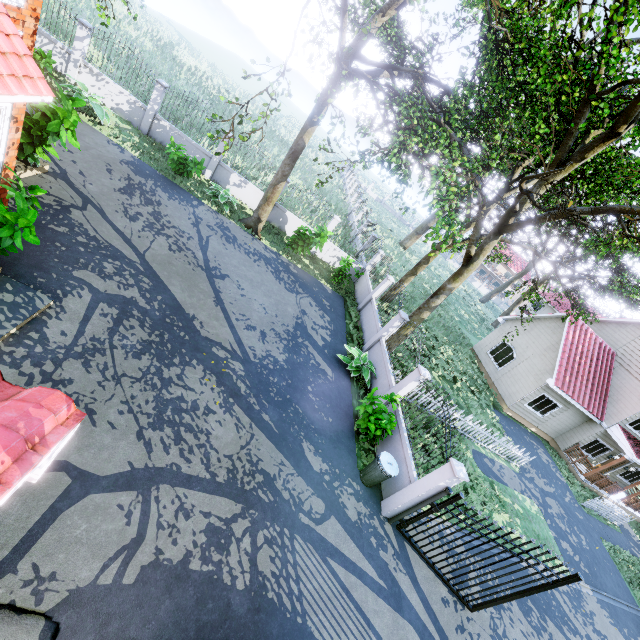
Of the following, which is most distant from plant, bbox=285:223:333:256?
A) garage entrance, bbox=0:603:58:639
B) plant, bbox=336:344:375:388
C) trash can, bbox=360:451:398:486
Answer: garage entrance, bbox=0:603:58:639

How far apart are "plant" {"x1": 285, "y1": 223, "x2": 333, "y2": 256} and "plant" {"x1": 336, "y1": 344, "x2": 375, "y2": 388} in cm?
516

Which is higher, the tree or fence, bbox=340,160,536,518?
the tree

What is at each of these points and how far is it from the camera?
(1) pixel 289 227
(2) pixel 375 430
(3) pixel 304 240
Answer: (1) fence, 17.7m
(2) plant, 9.7m
(3) plant, 15.7m

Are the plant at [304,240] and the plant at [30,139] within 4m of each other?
no

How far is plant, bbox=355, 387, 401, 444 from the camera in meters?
9.3 m

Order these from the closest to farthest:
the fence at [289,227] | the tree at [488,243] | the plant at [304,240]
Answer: the tree at [488,243], the plant at [304,240], the fence at [289,227]

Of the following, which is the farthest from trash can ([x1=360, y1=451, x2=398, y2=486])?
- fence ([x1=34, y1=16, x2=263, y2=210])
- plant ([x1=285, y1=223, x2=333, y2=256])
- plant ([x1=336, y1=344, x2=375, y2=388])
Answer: plant ([x1=285, y1=223, x2=333, y2=256])
